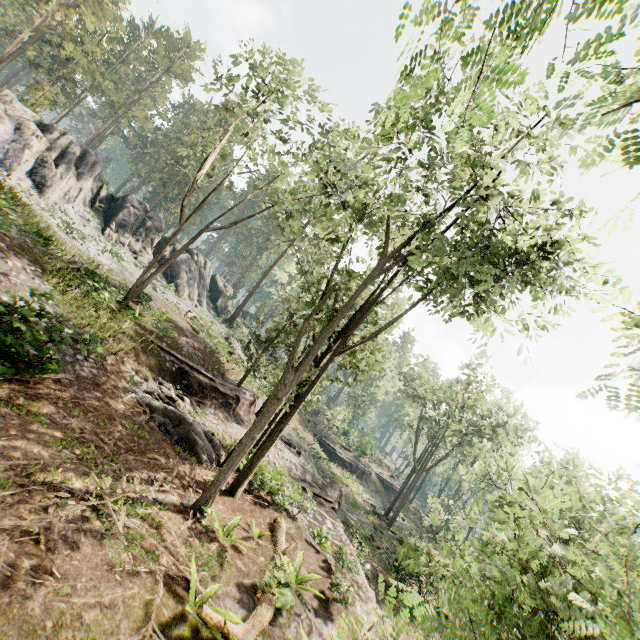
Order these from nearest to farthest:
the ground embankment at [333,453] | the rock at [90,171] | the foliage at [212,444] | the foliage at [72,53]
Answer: the foliage at [212,444], the rock at [90,171], the foliage at [72,53], the ground embankment at [333,453]

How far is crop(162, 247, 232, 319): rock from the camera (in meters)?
36.31

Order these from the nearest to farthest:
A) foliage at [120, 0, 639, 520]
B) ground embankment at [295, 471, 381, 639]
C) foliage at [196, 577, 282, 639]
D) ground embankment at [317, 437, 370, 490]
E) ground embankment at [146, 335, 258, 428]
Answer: foliage at [120, 0, 639, 520], foliage at [196, 577, 282, 639], ground embankment at [295, 471, 381, 639], ground embankment at [146, 335, 258, 428], ground embankment at [317, 437, 370, 490]

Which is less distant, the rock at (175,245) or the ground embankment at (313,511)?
the ground embankment at (313,511)

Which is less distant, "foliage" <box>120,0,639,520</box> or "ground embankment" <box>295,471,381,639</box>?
"foliage" <box>120,0,639,520</box>

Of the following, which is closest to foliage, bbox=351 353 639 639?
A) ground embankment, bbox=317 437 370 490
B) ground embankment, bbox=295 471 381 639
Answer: ground embankment, bbox=295 471 381 639

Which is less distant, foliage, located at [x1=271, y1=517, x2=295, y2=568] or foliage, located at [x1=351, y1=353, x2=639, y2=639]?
foliage, located at [x1=351, y1=353, x2=639, y2=639]

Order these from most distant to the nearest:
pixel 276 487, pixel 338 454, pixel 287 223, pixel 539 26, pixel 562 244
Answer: pixel 287 223, pixel 338 454, pixel 276 487, pixel 562 244, pixel 539 26
